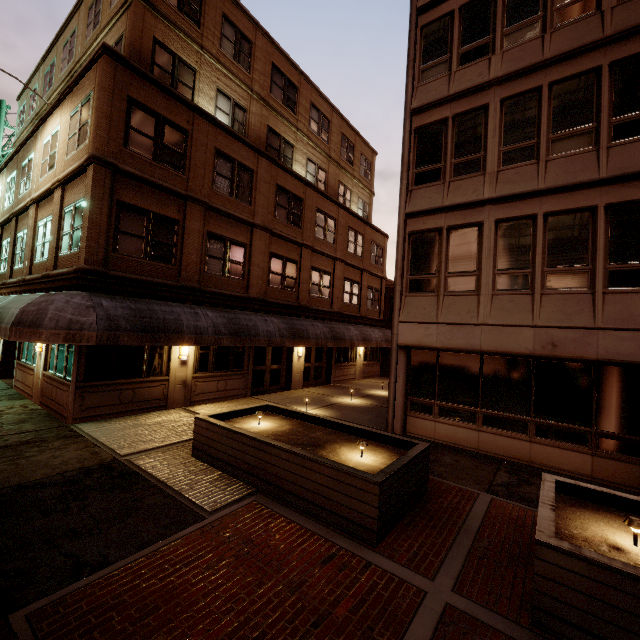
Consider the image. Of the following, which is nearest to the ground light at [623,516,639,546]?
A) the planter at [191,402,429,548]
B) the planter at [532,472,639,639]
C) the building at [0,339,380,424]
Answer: the planter at [532,472,639,639]

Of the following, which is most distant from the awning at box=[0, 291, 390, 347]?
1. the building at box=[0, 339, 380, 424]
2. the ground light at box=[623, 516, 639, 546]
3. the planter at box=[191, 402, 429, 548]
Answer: the ground light at box=[623, 516, 639, 546]

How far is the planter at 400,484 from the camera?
5.2m

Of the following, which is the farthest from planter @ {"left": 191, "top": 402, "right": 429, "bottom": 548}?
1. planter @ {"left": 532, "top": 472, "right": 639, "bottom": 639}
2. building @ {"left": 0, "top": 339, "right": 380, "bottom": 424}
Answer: building @ {"left": 0, "top": 339, "right": 380, "bottom": 424}

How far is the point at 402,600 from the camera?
4.0m

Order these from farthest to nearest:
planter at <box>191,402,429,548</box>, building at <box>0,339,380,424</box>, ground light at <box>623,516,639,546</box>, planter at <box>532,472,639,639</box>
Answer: building at <box>0,339,380,424</box>
planter at <box>191,402,429,548</box>
ground light at <box>623,516,639,546</box>
planter at <box>532,472,639,639</box>

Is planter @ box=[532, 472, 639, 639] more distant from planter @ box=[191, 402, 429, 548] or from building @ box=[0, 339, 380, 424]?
building @ box=[0, 339, 380, 424]

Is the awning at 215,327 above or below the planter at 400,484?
above
